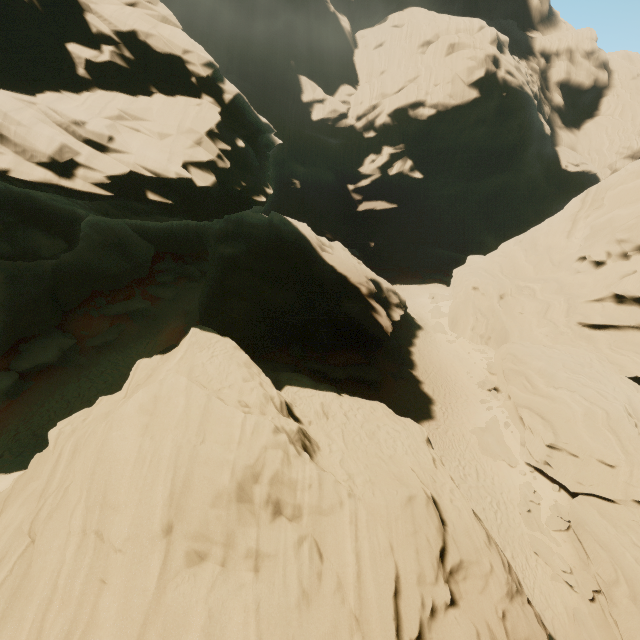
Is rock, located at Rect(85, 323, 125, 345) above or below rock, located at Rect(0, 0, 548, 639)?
below

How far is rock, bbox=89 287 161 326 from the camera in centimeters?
2697cm

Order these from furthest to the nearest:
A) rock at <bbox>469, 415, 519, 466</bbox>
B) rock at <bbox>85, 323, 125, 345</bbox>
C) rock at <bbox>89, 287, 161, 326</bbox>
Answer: rock at <bbox>89, 287, 161, 326</bbox> < rock at <bbox>85, 323, 125, 345</bbox> < rock at <bbox>469, 415, 519, 466</bbox>

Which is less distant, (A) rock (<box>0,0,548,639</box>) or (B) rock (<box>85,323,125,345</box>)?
(A) rock (<box>0,0,548,639</box>)

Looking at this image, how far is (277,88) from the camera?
52.4m

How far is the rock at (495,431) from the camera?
21.17m
